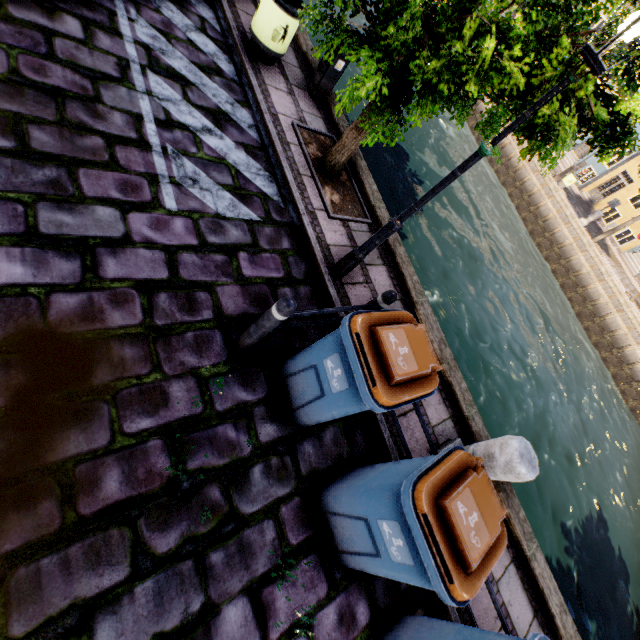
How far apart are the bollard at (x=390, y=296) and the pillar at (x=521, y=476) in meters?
2.0

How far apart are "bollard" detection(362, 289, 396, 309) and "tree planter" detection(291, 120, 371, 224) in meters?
1.8 m

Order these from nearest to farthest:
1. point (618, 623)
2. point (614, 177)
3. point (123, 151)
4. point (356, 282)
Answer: point (123, 151)
point (356, 282)
point (618, 623)
point (614, 177)

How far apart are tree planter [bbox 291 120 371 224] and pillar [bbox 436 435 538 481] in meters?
3.7

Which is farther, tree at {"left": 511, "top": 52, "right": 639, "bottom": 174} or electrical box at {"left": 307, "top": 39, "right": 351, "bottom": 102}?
electrical box at {"left": 307, "top": 39, "right": 351, "bottom": 102}

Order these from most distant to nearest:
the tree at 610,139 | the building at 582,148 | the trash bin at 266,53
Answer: the building at 582,148
the trash bin at 266,53
the tree at 610,139

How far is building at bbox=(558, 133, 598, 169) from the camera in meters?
26.2 m

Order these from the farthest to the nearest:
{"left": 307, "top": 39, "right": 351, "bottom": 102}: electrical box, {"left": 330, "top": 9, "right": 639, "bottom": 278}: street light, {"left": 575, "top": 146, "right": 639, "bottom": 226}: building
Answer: {"left": 575, "top": 146, "right": 639, "bottom": 226}: building
{"left": 307, "top": 39, "right": 351, "bottom": 102}: electrical box
{"left": 330, "top": 9, "right": 639, "bottom": 278}: street light
